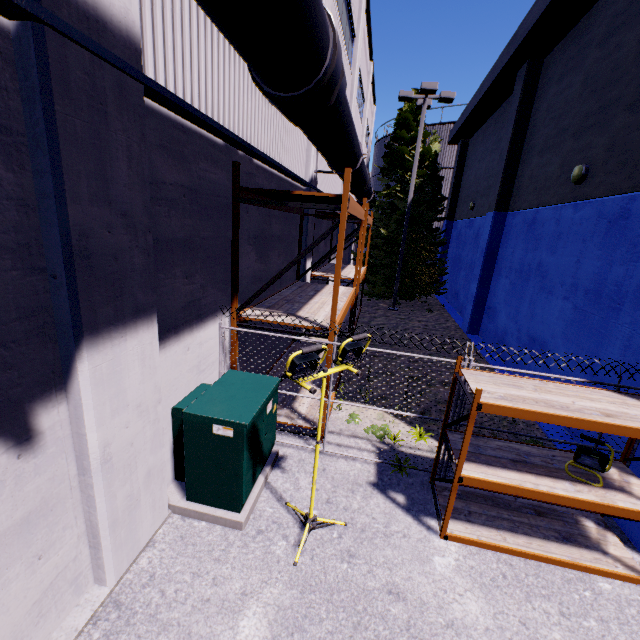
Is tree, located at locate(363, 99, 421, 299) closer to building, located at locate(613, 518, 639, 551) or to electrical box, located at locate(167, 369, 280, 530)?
building, located at locate(613, 518, 639, 551)

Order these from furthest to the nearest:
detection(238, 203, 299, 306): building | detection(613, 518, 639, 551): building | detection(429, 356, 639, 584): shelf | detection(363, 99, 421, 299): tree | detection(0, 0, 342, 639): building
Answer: detection(363, 99, 421, 299): tree
detection(238, 203, 299, 306): building
detection(613, 518, 639, 551): building
detection(429, 356, 639, 584): shelf
detection(0, 0, 342, 639): building

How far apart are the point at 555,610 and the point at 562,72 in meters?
13.0 m

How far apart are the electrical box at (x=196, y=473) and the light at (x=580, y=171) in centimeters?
857cm

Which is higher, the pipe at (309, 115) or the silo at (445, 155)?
the silo at (445, 155)

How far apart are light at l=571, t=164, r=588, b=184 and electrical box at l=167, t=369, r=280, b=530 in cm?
857

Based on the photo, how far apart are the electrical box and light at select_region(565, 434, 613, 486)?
4.1m

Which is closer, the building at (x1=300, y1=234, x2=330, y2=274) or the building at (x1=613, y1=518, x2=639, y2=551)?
the building at (x1=613, y1=518, x2=639, y2=551)
